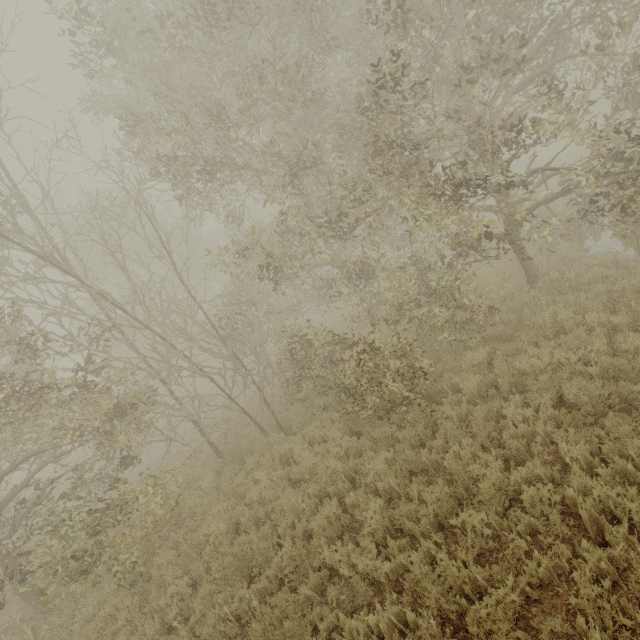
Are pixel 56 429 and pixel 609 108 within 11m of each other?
no
